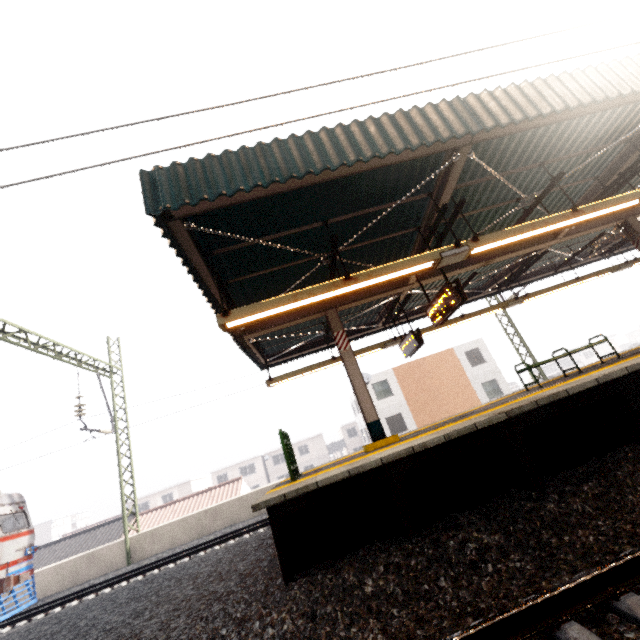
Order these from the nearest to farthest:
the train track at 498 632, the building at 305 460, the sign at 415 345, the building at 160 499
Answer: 1. the train track at 498 632
2. the sign at 415 345
3. the building at 160 499
4. the building at 305 460

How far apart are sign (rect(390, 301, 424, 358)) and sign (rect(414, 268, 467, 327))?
1.3m

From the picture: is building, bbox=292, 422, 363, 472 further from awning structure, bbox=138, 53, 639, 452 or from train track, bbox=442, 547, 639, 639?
train track, bbox=442, 547, 639, 639

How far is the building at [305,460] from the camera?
48.7m

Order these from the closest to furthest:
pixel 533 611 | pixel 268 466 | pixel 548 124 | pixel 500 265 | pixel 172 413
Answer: pixel 533 611 → pixel 548 124 → pixel 500 265 → pixel 172 413 → pixel 268 466

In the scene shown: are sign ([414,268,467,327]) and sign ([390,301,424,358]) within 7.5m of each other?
yes

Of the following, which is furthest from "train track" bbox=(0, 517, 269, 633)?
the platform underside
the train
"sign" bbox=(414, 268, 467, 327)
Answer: "sign" bbox=(414, 268, 467, 327)

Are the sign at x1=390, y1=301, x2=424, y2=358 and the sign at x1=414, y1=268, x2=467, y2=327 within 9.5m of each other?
yes
